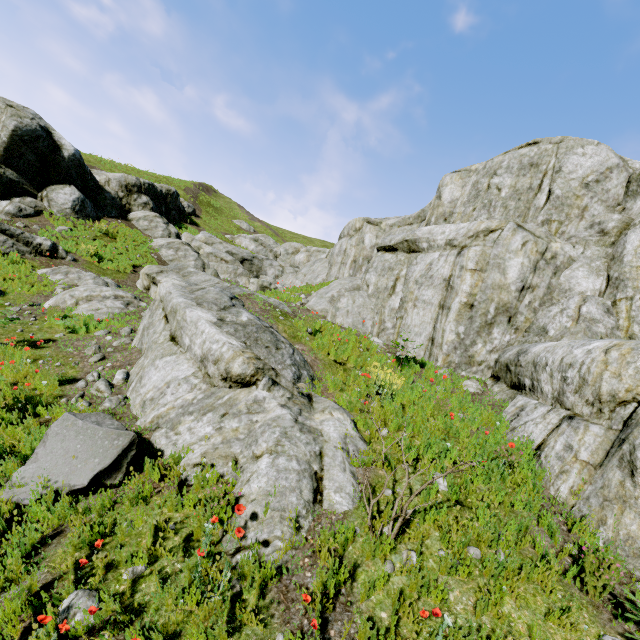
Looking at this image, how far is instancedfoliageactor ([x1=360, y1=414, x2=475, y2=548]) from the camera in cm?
364

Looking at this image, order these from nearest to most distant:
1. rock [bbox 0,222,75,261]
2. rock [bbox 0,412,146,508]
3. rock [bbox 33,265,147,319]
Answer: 1. rock [bbox 0,412,146,508]
2. rock [bbox 33,265,147,319]
3. rock [bbox 0,222,75,261]

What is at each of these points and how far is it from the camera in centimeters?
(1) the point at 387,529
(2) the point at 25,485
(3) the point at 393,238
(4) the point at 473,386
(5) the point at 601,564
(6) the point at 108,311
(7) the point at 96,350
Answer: (1) instancedfoliageactor, 414cm
(2) rock, 411cm
(3) rock, 1329cm
(4) rock, 797cm
(5) rock, 363cm
(6) rock, 1137cm
(7) rock, 858cm

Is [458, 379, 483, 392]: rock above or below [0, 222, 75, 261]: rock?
above

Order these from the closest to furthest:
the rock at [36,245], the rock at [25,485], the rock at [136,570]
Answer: the rock at [136,570] < the rock at [25,485] < the rock at [36,245]

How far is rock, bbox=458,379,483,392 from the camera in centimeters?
792cm

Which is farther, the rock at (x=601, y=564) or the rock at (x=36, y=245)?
the rock at (x=36, y=245)
